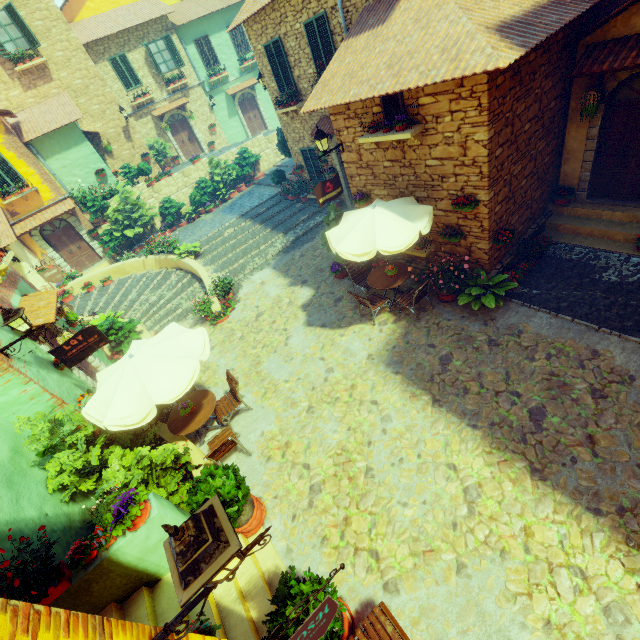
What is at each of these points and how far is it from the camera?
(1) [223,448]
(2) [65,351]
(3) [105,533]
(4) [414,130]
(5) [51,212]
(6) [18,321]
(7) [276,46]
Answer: (1) chair, 6.7m
(2) sign post, 7.0m
(3) flower pot, 4.4m
(4) window sill, 6.8m
(5) door eaves, 16.0m
(6) street light, 6.1m
(7) window, 11.7m

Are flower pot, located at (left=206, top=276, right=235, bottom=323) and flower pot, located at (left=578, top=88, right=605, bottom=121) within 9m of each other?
no

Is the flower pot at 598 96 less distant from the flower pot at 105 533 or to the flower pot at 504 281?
the flower pot at 504 281

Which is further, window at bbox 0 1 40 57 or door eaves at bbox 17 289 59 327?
window at bbox 0 1 40 57

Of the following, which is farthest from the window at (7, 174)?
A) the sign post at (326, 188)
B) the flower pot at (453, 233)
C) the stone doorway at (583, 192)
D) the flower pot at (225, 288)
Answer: the flower pot at (225, 288)

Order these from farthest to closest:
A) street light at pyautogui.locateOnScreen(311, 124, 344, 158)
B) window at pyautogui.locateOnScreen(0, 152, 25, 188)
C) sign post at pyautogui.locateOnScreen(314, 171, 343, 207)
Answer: window at pyautogui.locateOnScreen(0, 152, 25, 188)
sign post at pyautogui.locateOnScreen(314, 171, 343, 207)
street light at pyautogui.locateOnScreen(311, 124, 344, 158)

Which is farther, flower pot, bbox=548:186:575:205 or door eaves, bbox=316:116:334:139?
door eaves, bbox=316:116:334:139

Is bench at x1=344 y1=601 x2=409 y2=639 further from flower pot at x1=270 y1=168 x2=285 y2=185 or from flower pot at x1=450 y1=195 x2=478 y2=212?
flower pot at x1=270 y1=168 x2=285 y2=185
